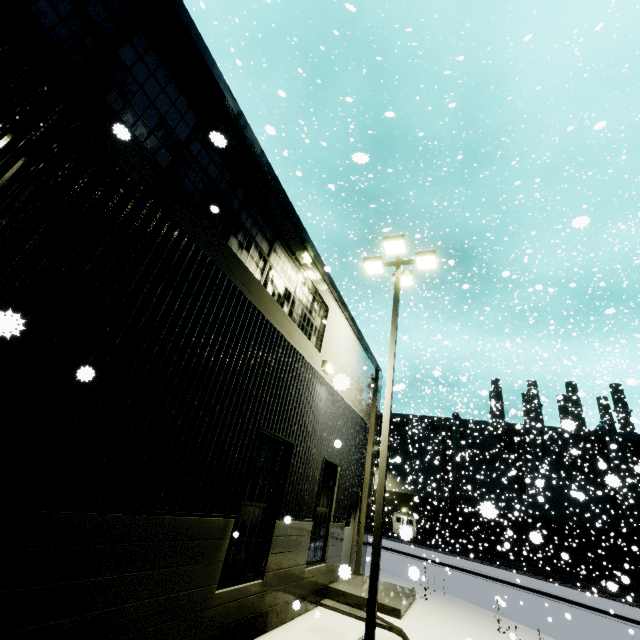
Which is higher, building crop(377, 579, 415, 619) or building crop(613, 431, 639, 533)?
building crop(613, 431, 639, 533)

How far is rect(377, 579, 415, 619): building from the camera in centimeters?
812cm

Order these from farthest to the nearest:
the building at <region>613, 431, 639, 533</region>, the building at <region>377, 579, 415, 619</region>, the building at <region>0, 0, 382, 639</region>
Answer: the building at <region>613, 431, 639, 533</region> → the building at <region>377, 579, 415, 619</region> → the building at <region>0, 0, 382, 639</region>

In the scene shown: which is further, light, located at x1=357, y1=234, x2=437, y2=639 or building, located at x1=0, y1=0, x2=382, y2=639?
light, located at x1=357, y1=234, x2=437, y2=639

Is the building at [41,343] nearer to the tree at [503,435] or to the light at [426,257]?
the tree at [503,435]

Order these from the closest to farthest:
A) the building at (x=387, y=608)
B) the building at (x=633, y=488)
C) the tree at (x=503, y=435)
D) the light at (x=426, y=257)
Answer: the light at (x=426, y=257), the building at (x=387, y=608), the building at (x=633, y=488), the tree at (x=503, y=435)

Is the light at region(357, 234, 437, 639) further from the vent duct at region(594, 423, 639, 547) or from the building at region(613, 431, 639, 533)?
the vent duct at region(594, 423, 639, 547)

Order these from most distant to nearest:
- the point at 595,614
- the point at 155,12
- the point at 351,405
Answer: the point at 595,614 < the point at 351,405 < the point at 155,12
